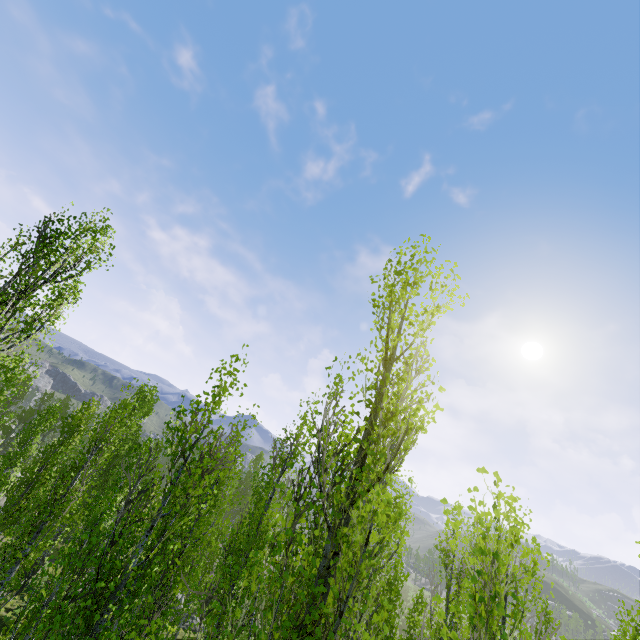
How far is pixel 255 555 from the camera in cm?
396

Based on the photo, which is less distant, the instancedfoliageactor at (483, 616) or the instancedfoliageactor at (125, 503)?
the instancedfoliageactor at (483, 616)

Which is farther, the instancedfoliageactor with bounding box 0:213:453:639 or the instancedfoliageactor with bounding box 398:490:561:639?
the instancedfoliageactor with bounding box 0:213:453:639
